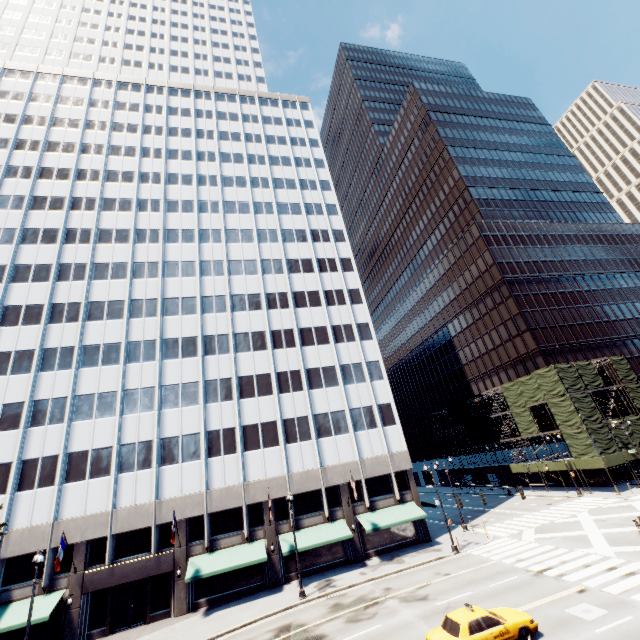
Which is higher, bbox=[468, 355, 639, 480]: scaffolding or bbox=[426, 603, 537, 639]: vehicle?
bbox=[468, 355, 639, 480]: scaffolding

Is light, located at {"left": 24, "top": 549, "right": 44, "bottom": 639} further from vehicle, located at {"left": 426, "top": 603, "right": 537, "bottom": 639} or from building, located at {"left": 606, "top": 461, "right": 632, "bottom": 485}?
building, located at {"left": 606, "top": 461, "right": 632, "bottom": 485}

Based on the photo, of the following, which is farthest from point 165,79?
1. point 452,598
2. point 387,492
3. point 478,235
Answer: point 452,598

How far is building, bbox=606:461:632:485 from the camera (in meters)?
41.80

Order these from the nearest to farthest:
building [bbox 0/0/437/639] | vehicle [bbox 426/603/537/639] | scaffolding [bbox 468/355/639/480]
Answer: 1. vehicle [bbox 426/603/537/639]
2. building [bbox 0/0/437/639]
3. scaffolding [bbox 468/355/639/480]

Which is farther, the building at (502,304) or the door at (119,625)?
the building at (502,304)

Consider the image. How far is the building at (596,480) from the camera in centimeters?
4172cm
